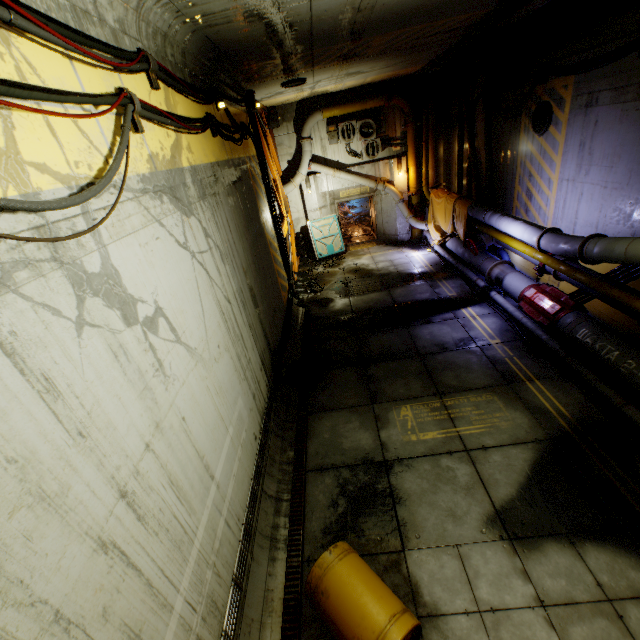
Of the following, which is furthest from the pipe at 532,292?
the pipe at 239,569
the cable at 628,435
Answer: the pipe at 239,569

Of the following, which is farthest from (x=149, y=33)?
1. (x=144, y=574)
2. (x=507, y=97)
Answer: (x=507, y=97)

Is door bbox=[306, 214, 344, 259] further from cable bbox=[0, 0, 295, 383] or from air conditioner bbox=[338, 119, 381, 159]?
air conditioner bbox=[338, 119, 381, 159]

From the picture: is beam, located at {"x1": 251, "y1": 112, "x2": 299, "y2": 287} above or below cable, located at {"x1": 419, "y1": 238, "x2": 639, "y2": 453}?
above

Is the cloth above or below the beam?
below

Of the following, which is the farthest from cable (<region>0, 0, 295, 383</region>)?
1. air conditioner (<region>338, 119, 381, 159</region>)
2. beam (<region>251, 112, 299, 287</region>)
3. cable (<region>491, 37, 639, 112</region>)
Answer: cable (<region>491, 37, 639, 112</region>)

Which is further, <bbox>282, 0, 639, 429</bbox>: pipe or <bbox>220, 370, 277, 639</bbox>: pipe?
<bbox>282, 0, 639, 429</bbox>: pipe

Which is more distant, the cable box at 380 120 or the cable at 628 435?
the cable box at 380 120
